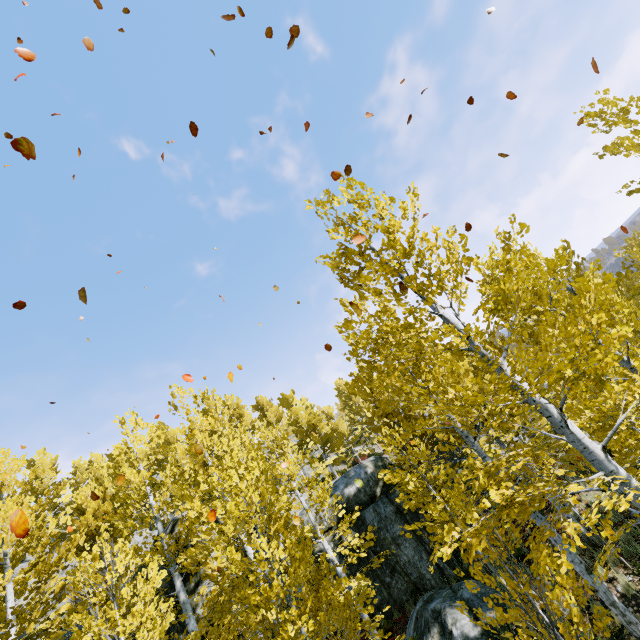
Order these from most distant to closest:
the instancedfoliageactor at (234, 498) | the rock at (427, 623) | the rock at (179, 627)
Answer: the rock at (179, 627)
the rock at (427, 623)
the instancedfoliageactor at (234, 498)

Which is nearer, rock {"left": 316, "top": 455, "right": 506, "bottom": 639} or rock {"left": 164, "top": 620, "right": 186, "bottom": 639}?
rock {"left": 316, "top": 455, "right": 506, "bottom": 639}

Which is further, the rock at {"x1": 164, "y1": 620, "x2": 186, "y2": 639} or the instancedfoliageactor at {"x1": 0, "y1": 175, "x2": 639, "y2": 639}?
the rock at {"x1": 164, "y1": 620, "x2": 186, "y2": 639}

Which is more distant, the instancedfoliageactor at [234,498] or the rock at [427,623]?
the rock at [427,623]

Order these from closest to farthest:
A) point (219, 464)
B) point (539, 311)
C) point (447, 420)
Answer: point (447, 420), point (539, 311), point (219, 464)

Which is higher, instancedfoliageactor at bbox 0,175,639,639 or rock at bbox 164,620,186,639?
rock at bbox 164,620,186,639

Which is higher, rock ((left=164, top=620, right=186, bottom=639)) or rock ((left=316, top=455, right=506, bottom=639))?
rock ((left=164, top=620, right=186, bottom=639))

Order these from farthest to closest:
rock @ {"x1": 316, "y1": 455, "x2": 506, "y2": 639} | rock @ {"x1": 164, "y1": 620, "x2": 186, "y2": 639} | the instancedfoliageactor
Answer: rock @ {"x1": 164, "y1": 620, "x2": 186, "y2": 639} < rock @ {"x1": 316, "y1": 455, "x2": 506, "y2": 639} < the instancedfoliageactor
